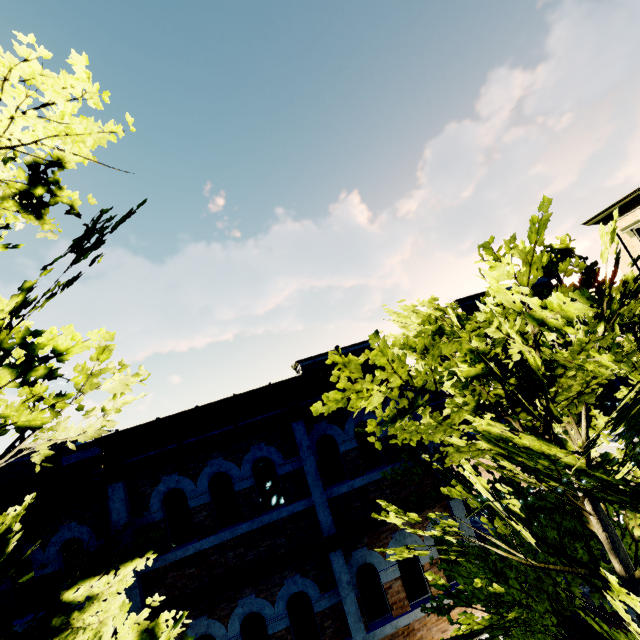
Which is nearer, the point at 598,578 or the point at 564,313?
the point at 564,313

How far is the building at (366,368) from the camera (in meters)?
8.23

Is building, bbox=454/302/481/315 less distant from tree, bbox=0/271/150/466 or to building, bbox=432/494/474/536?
building, bbox=432/494/474/536

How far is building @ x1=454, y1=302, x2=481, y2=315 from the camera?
36.5 meters

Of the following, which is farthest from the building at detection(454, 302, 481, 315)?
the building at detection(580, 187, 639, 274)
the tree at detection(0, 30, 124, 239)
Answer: the tree at detection(0, 30, 124, 239)

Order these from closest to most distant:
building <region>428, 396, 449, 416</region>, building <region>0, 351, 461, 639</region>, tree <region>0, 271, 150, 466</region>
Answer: tree <region>0, 271, 150, 466</region> < building <region>0, 351, 461, 639</region> < building <region>428, 396, 449, 416</region>

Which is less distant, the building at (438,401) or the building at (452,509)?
the building at (452,509)
